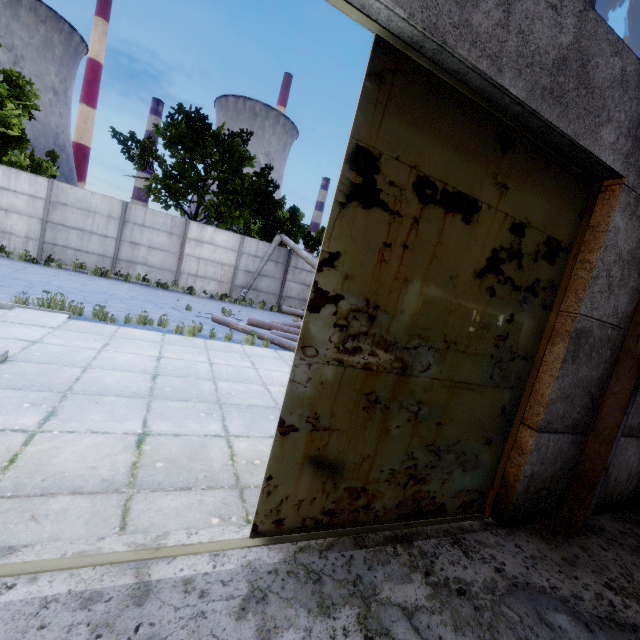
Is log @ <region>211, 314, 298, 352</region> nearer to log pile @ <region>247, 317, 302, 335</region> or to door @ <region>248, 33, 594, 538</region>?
log pile @ <region>247, 317, 302, 335</region>

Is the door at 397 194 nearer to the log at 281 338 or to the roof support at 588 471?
the roof support at 588 471

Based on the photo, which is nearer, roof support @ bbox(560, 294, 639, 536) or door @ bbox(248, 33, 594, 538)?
door @ bbox(248, 33, 594, 538)

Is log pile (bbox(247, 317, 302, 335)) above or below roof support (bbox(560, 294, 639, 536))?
below

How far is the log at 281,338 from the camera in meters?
9.8 m

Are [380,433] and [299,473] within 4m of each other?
yes

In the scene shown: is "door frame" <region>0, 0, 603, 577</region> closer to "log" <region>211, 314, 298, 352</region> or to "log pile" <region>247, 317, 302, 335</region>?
"log" <region>211, 314, 298, 352</region>

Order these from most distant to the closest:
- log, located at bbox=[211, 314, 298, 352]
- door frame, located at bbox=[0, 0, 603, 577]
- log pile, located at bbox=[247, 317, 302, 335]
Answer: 1. log pile, located at bbox=[247, 317, 302, 335]
2. log, located at bbox=[211, 314, 298, 352]
3. door frame, located at bbox=[0, 0, 603, 577]
